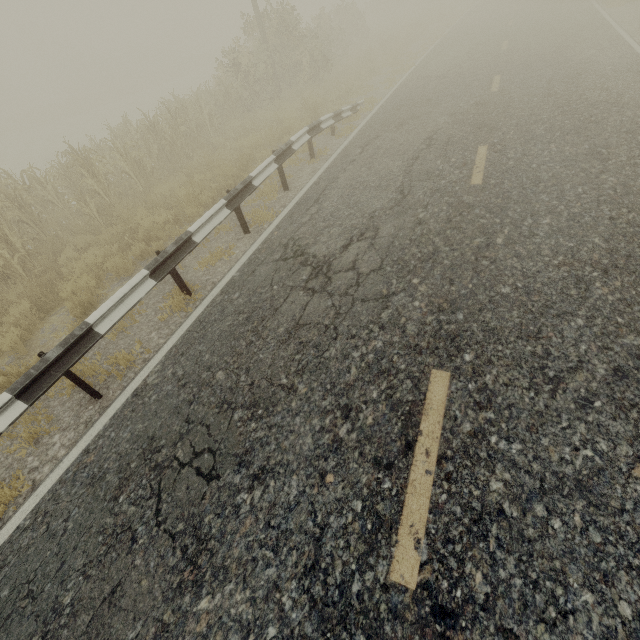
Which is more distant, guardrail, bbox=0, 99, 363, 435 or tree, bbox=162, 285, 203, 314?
tree, bbox=162, 285, 203, 314

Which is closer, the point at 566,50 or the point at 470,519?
the point at 470,519

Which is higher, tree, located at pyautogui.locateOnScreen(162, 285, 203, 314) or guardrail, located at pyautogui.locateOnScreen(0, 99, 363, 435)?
guardrail, located at pyautogui.locateOnScreen(0, 99, 363, 435)

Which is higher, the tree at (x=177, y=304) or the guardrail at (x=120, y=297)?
the guardrail at (x=120, y=297)

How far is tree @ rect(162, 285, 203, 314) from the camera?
5.3m

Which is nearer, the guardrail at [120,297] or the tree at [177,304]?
the guardrail at [120,297]
